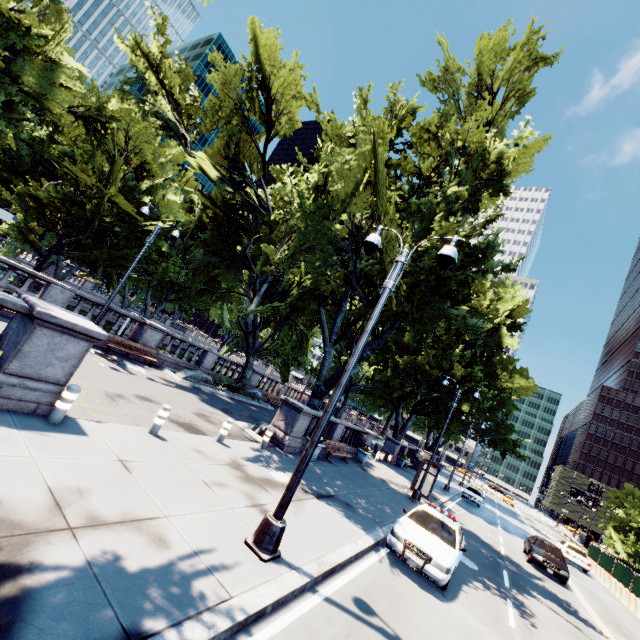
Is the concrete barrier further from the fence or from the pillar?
the pillar

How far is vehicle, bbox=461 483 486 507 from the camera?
32.1m

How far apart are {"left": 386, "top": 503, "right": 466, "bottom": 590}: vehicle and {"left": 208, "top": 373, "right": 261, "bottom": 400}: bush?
14.5 meters

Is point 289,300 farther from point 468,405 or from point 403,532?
point 468,405

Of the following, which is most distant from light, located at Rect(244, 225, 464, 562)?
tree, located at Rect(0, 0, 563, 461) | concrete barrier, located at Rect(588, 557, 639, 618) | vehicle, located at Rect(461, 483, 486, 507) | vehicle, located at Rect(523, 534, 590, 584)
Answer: vehicle, located at Rect(461, 483, 486, 507)

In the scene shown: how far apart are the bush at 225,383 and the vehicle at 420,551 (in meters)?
14.51

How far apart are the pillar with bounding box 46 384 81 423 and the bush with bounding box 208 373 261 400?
15.0 meters

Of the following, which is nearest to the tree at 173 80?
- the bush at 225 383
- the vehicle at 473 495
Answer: the bush at 225 383
